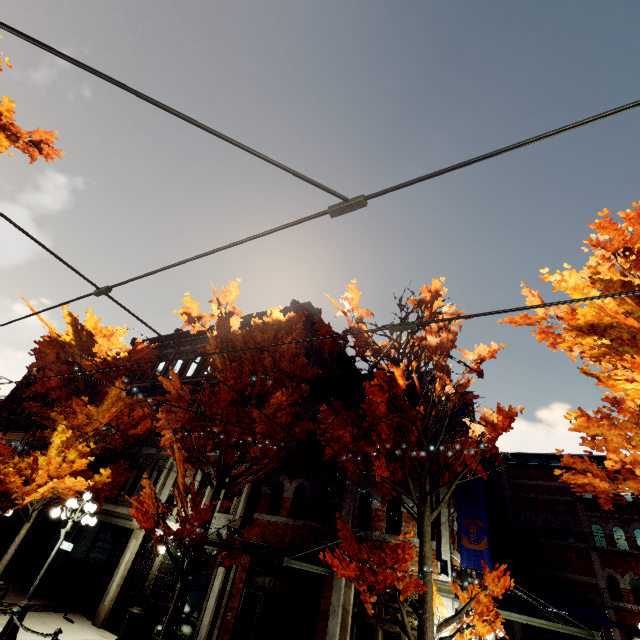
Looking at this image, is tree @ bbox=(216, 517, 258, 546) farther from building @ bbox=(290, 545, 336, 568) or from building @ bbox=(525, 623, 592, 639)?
building @ bbox=(525, 623, 592, 639)

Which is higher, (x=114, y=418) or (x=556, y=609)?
(x=114, y=418)

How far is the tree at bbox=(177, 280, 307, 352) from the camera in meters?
9.6

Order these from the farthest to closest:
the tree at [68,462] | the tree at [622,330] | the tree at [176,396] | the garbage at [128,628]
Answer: the tree at [68,462] < the garbage at [128,628] < the tree at [176,396] < the tree at [622,330]

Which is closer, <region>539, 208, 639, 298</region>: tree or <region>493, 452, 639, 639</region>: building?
<region>539, 208, 639, 298</region>: tree

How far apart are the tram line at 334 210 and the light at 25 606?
12.8m

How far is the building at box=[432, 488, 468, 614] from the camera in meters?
8.1

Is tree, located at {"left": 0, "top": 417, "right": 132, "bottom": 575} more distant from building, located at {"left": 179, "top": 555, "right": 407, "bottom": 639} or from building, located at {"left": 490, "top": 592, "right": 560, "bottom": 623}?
building, located at {"left": 490, "top": 592, "right": 560, "bottom": 623}
